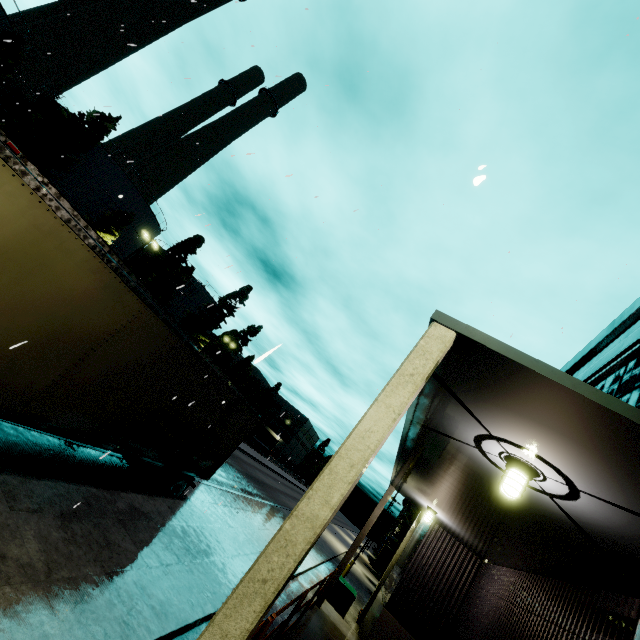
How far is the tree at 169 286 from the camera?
42.4 meters

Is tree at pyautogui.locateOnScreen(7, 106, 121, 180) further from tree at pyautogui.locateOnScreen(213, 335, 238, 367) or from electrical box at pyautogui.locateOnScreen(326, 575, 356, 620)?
electrical box at pyautogui.locateOnScreen(326, 575, 356, 620)

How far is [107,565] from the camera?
5.4 meters

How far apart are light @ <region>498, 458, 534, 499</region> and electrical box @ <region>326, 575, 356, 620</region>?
13.7 meters

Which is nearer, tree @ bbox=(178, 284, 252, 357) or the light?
the light

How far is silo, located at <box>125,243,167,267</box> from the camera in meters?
52.0 m

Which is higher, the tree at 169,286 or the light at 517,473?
the tree at 169,286

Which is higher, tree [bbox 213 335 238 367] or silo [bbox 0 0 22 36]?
silo [bbox 0 0 22 36]
